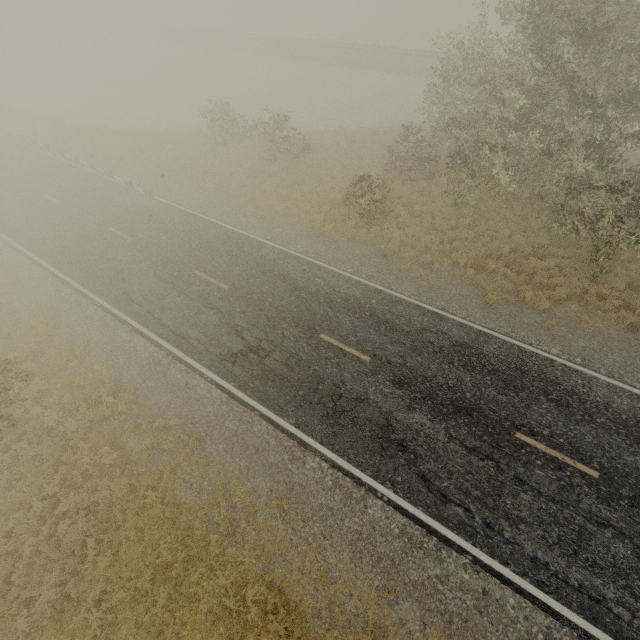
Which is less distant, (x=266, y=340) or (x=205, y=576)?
(x=205, y=576)
